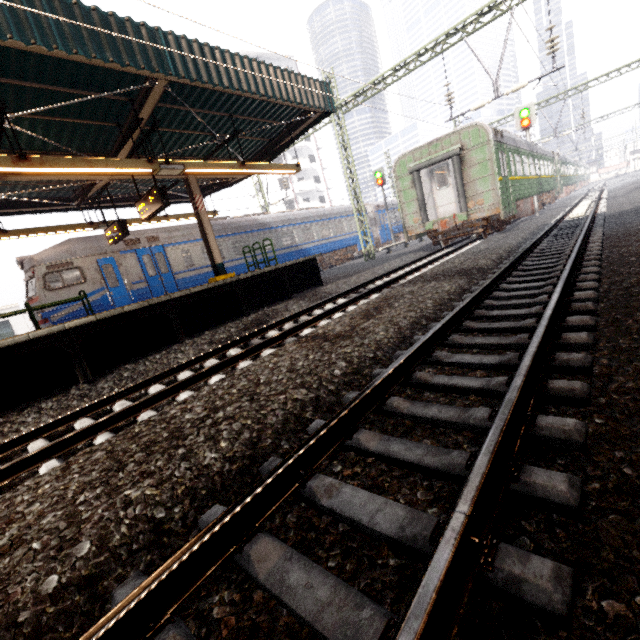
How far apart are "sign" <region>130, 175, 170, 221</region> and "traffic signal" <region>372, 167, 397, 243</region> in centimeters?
1862cm

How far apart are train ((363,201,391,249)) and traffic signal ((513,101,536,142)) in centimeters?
1055cm

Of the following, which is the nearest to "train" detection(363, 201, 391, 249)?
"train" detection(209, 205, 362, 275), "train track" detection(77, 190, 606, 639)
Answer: "train" detection(209, 205, 362, 275)

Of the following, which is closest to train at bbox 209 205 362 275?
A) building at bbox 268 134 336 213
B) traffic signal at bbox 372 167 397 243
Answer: traffic signal at bbox 372 167 397 243

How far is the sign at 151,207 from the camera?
8.1m

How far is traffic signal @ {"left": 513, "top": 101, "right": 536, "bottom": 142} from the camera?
17.2 meters

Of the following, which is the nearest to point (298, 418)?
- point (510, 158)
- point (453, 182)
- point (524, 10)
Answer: point (524, 10)

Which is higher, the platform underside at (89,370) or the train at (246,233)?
the train at (246,233)
